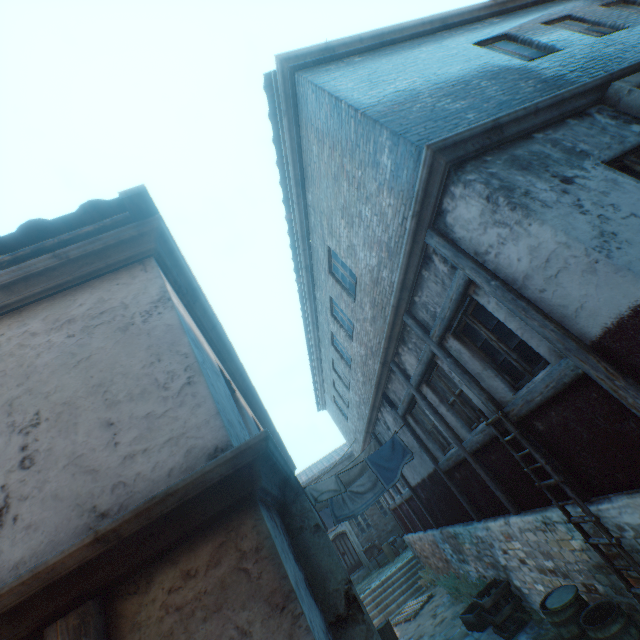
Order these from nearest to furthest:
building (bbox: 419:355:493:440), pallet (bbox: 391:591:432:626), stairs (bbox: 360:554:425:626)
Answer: building (bbox: 419:355:493:440), pallet (bbox: 391:591:432:626), stairs (bbox: 360:554:425:626)

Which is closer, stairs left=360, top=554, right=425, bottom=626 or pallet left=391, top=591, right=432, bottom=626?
pallet left=391, top=591, right=432, bottom=626

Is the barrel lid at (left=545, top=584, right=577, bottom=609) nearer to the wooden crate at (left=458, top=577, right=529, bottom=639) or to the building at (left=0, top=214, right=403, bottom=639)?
the building at (left=0, top=214, right=403, bottom=639)

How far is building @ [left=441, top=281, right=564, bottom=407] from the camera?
4.1 meters

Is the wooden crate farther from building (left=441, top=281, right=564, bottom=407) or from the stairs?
the stairs

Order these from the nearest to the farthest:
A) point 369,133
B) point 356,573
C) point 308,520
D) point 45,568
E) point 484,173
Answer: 1. point 45,568
2. point 308,520
3. point 484,173
4. point 369,133
5. point 356,573

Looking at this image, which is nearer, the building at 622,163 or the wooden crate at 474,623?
the building at 622,163

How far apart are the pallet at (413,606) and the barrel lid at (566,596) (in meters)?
9.55
